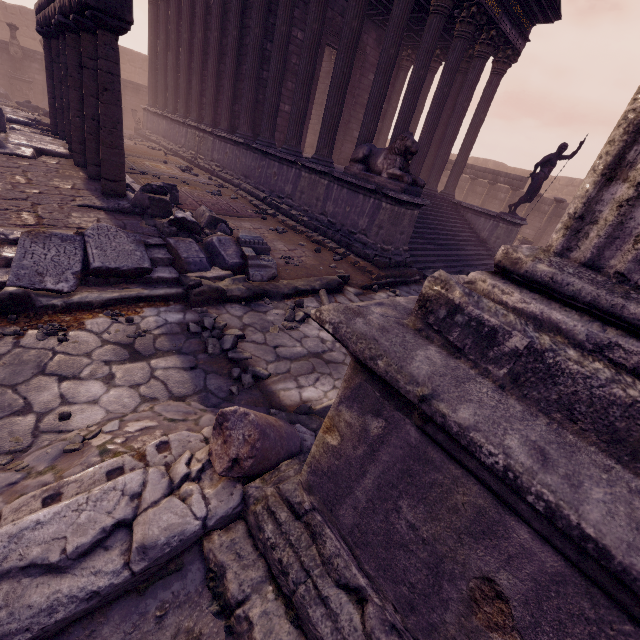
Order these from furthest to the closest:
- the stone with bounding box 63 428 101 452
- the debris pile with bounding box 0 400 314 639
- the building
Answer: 1. the building
2. the stone with bounding box 63 428 101 452
3. the debris pile with bounding box 0 400 314 639

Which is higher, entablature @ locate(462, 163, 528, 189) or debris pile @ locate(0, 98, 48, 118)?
entablature @ locate(462, 163, 528, 189)

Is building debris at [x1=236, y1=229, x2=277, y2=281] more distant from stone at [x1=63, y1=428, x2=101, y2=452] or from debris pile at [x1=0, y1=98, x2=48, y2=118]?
debris pile at [x1=0, y1=98, x2=48, y2=118]

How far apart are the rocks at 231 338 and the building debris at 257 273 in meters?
1.4

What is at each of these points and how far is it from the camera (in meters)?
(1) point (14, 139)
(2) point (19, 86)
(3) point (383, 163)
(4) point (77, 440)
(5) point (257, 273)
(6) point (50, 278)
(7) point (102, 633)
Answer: (1) building debris, 6.91
(2) pedestal, 16.98
(3) sculpture, 6.94
(4) stone, 2.08
(5) building debris, 5.05
(6) debris pile, 3.33
(7) debris pile, 1.29

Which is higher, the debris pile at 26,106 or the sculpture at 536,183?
the sculpture at 536,183

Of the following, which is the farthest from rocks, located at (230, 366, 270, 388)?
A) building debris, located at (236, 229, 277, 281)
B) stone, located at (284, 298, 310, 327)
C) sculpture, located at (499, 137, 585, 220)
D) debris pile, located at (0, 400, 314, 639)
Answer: sculpture, located at (499, 137, 585, 220)

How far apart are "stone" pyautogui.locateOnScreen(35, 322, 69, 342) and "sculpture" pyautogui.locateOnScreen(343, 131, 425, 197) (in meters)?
6.10
